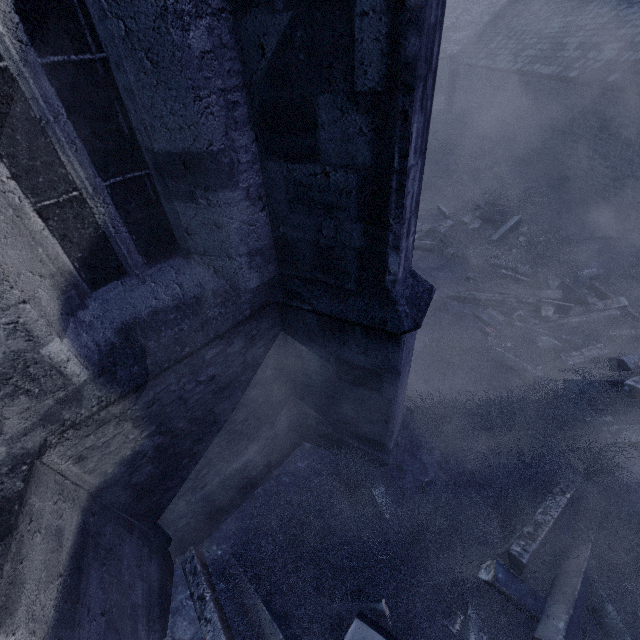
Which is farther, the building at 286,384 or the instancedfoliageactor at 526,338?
the instancedfoliageactor at 526,338

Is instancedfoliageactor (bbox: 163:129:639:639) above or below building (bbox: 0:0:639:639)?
below

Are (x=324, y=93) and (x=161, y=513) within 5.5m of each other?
yes

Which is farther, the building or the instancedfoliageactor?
the instancedfoliageactor

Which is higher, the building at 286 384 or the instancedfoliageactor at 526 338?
the building at 286 384
